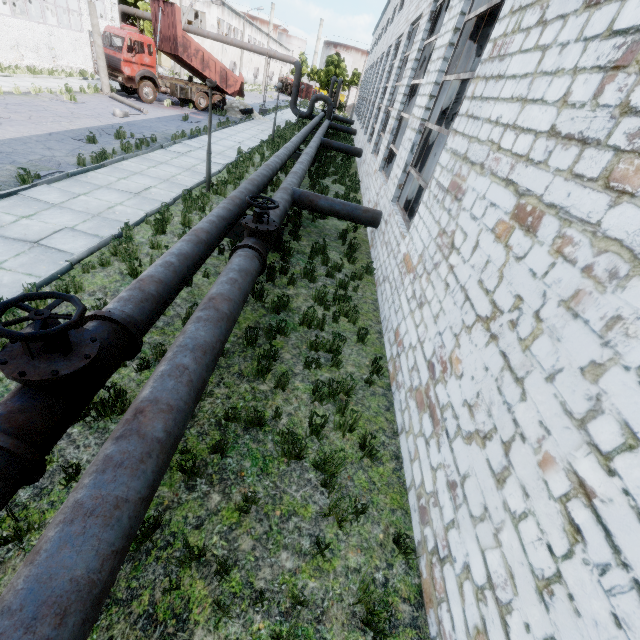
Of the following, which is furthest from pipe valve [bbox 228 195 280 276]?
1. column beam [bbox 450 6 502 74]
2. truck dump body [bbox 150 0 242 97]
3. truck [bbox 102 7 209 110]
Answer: truck dump body [bbox 150 0 242 97]

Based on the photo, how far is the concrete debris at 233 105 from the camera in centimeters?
2797cm

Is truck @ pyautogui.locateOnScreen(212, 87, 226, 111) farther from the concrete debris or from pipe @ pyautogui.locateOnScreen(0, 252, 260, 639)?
pipe @ pyautogui.locateOnScreen(0, 252, 260, 639)

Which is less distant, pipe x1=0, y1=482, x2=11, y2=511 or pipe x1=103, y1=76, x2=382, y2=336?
pipe x1=0, y1=482, x2=11, y2=511

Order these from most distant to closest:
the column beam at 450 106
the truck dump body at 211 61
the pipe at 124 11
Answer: the pipe at 124 11 → the truck dump body at 211 61 → the column beam at 450 106

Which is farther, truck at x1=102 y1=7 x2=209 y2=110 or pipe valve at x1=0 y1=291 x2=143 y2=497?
truck at x1=102 y1=7 x2=209 y2=110

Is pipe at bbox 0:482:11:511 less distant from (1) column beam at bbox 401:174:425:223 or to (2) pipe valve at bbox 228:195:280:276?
(2) pipe valve at bbox 228:195:280:276

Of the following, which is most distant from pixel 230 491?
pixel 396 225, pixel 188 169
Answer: pixel 188 169
